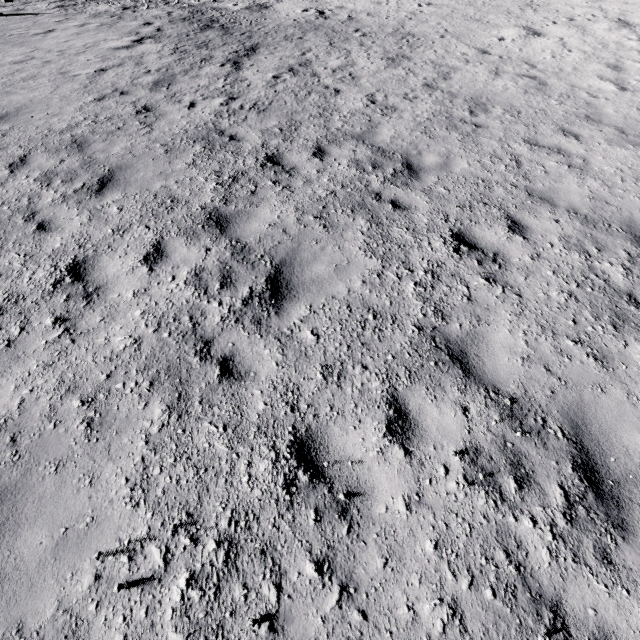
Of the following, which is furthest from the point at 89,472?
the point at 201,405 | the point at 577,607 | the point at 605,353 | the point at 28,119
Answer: the point at 28,119
